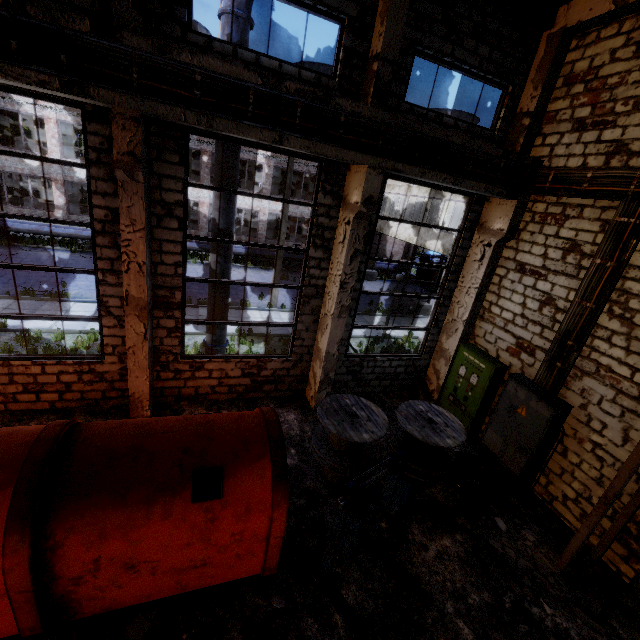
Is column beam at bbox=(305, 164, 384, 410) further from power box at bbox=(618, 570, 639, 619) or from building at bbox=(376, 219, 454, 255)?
building at bbox=(376, 219, 454, 255)

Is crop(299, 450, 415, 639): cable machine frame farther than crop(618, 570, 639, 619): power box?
No

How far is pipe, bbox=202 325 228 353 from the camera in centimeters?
905cm

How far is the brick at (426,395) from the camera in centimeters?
1059cm

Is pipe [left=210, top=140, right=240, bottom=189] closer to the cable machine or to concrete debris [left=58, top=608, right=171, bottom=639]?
the cable machine

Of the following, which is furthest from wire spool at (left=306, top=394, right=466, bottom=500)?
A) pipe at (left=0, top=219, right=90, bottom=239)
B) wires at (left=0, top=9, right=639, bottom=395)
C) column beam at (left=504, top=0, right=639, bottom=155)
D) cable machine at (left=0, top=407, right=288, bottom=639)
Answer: pipe at (left=0, top=219, right=90, bottom=239)

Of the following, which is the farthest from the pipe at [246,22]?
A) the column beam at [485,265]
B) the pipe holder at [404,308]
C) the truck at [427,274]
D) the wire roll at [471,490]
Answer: the truck at [427,274]

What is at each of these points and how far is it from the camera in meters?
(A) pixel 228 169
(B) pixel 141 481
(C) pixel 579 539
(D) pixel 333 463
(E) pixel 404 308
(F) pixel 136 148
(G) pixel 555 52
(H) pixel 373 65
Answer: (A) pipe, 7.5 m
(B) cable machine, 4.2 m
(C) stairs, 5.7 m
(D) wire spool, 6.6 m
(E) pipe holder, 20.0 m
(F) column beam, 5.2 m
(G) column beam, 7.4 m
(H) column beam, 6.5 m
